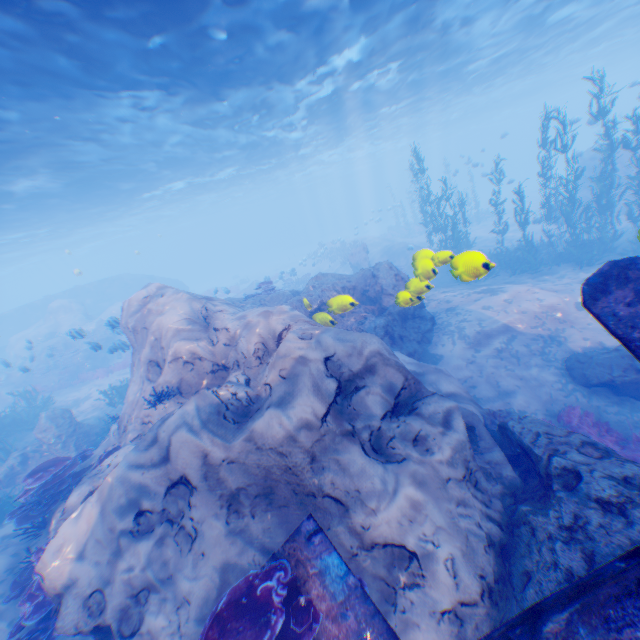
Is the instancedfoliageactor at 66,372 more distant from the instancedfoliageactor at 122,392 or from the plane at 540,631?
the instancedfoliageactor at 122,392

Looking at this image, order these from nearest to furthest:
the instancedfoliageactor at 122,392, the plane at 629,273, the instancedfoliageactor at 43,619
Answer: the plane at 629,273 → the instancedfoliageactor at 43,619 → the instancedfoliageactor at 122,392

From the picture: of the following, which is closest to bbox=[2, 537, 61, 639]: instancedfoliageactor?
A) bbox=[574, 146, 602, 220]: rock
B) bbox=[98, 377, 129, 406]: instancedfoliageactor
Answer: bbox=[574, 146, 602, 220]: rock

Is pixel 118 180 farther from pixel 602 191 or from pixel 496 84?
pixel 496 84

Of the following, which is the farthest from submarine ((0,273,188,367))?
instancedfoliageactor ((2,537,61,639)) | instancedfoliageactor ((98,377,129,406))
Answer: instancedfoliageactor ((2,537,61,639))

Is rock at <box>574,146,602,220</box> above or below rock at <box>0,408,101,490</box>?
above

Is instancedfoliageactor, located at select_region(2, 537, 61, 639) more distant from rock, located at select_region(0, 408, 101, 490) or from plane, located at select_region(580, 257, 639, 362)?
plane, located at select_region(580, 257, 639, 362)
